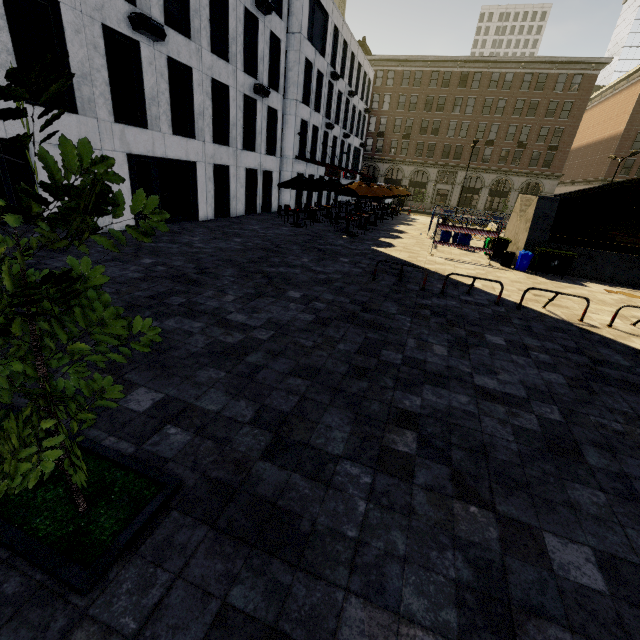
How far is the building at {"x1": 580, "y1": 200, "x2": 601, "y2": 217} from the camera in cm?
4478

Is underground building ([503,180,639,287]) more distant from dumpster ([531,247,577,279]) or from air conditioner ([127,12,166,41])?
air conditioner ([127,12,166,41])

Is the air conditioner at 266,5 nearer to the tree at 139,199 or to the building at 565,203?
the tree at 139,199

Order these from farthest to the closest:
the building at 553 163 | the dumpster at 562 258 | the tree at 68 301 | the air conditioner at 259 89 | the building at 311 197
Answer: the building at 311 197 → the building at 553 163 → the air conditioner at 259 89 → the dumpster at 562 258 → the tree at 68 301

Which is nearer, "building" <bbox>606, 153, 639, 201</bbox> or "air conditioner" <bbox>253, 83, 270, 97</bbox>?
"air conditioner" <bbox>253, 83, 270, 97</bbox>

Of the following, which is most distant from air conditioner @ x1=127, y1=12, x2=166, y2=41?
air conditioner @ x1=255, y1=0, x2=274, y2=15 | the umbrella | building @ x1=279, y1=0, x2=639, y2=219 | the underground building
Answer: building @ x1=279, y1=0, x2=639, y2=219

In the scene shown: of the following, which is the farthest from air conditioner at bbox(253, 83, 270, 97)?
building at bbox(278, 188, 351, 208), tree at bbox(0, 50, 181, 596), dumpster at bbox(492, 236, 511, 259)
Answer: tree at bbox(0, 50, 181, 596)

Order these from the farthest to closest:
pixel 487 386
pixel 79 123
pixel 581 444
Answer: pixel 79 123
pixel 487 386
pixel 581 444
